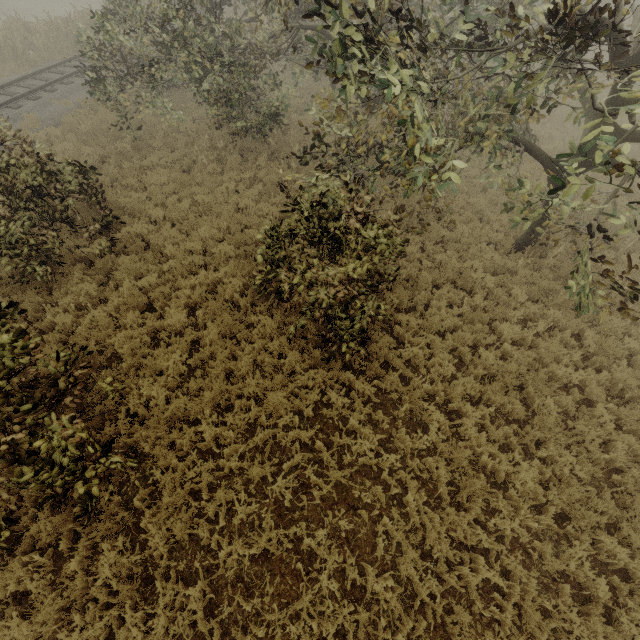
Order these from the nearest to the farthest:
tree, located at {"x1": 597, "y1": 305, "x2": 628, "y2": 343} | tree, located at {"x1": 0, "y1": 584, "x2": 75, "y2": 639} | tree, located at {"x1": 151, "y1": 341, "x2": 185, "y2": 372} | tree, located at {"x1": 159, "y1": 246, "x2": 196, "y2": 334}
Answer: tree, located at {"x1": 0, "y1": 584, "x2": 75, "y2": 639}
tree, located at {"x1": 597, "y1": 305, "x2": 628, "y2": 343}
tree, located at {"x1": 151, "y1": 341, "x2": 185, "y2": 372}
tree, located at {"x1": 159, "y1": 246, "x2": 196, "y2": 334}

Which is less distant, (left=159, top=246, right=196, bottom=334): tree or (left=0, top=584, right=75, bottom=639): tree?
(left=0, top=584, right=75, bottom=639): tree

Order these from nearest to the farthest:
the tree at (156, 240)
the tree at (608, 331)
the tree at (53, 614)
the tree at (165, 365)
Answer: the tree at (53, 614) → the tree at (608, 331) → the tree at (165, 365) → the tree at (156, 240)

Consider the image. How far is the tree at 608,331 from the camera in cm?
562

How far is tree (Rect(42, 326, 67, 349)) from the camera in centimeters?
727cm

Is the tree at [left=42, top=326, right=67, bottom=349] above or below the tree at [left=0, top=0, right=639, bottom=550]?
below

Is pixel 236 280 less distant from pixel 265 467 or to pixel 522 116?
pixel 265 467

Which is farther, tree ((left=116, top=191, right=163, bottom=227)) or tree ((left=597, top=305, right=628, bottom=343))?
tree ((left=116, top=191, right=163, bottom=227))
